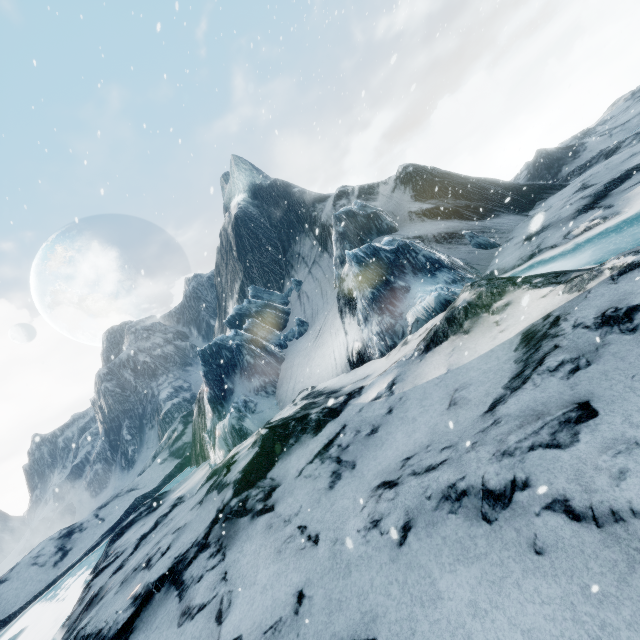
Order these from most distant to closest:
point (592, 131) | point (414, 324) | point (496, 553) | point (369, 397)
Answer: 1. point (592, 131)
2. point (414, 324)
3. point (369, 397)
4. point (496, 553)
